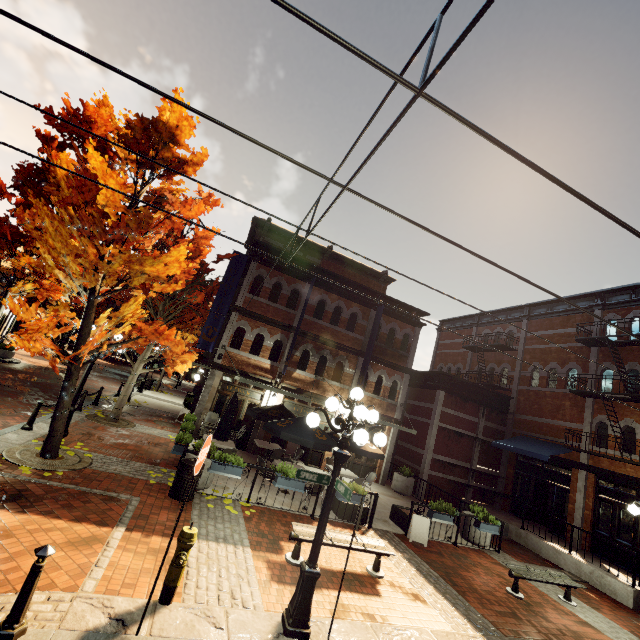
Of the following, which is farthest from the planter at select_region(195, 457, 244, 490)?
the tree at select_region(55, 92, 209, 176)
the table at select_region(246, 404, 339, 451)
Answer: the tree at select_region(55, 92, 209, 176)

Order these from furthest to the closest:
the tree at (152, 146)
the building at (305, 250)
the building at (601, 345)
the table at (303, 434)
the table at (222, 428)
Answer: the building at (305, 250) < the building at (601, 345) < the table at (222, 428) < the table at (303, 434) < the tree at (152, 146)

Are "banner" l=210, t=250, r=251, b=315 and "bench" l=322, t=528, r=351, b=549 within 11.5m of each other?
yes

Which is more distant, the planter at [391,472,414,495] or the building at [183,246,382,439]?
the planter at [391,472,414,495]

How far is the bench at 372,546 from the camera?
Answer: 7.03m

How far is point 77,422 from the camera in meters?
11.7

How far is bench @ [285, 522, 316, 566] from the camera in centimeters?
660cm

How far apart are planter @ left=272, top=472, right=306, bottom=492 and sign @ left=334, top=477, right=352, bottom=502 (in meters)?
→ 4.34
